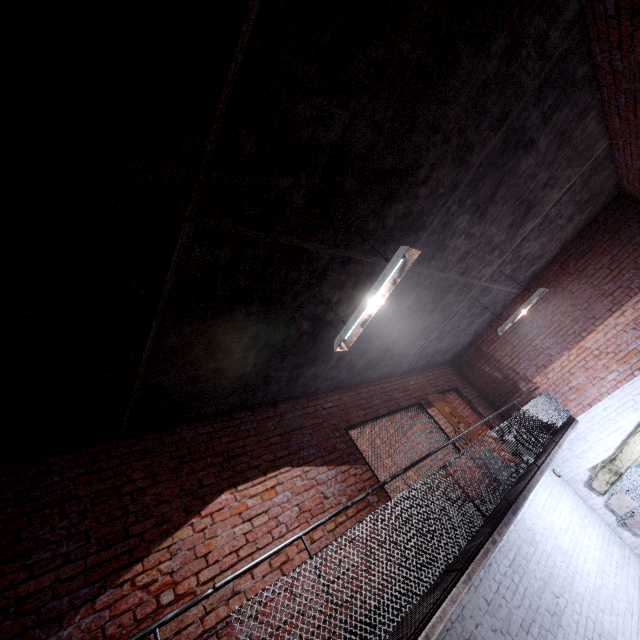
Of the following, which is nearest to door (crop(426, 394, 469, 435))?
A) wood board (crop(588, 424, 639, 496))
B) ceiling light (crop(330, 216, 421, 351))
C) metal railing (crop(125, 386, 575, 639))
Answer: metal railing (crop(125, 386, 575, 639))

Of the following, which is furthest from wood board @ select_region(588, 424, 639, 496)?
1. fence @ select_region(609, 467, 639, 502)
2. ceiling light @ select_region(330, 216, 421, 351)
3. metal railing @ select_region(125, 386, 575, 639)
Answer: ceiling light @ select_region(330, 216, 421, 351)

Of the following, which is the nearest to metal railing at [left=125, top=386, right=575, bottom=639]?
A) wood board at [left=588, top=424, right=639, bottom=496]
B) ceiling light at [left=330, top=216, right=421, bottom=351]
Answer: wood board at [left=588, top=424, right=639, bottom=496]

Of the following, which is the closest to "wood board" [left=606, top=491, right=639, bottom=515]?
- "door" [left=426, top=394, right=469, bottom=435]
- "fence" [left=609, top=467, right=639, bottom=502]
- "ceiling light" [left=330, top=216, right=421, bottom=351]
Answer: "fence" [left=609, top=467, right=639, bottom=502]

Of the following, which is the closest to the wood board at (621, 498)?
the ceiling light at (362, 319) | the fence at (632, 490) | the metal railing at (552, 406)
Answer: the fence at (632, 490)

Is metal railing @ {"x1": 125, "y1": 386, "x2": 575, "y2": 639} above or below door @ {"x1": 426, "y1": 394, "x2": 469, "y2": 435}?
below

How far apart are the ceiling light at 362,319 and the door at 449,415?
5.0 meters

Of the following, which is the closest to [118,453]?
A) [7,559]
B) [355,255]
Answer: [7,559]
